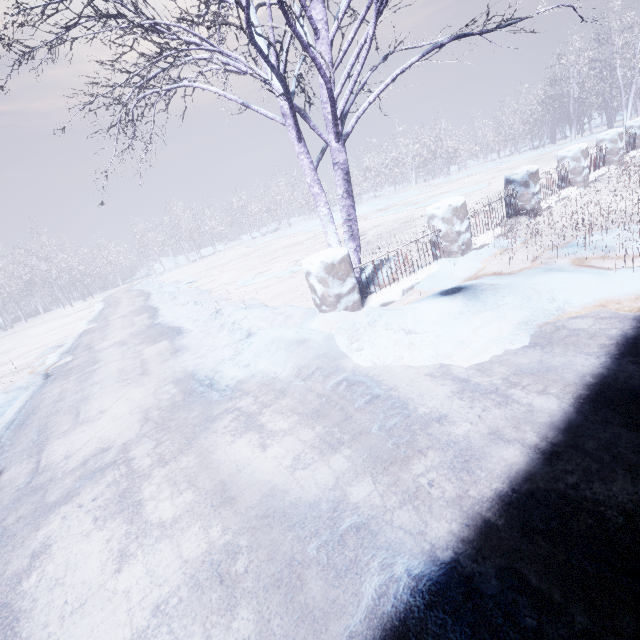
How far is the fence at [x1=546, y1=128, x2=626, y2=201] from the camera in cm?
693

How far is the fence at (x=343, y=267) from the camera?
3.60m

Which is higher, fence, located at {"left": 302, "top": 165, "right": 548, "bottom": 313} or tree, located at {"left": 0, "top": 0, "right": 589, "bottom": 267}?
tree, located at {"left": 0, "top": 0, "right": 589, "bottom": 267}

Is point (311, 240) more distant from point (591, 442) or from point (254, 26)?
point (591, 442)

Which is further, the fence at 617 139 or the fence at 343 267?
the fence at 617 139

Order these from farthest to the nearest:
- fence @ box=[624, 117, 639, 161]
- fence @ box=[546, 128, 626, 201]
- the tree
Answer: fence @ box=[624, 117, 639, 161], fence @ box=[546, 128, 626, 201], the tree

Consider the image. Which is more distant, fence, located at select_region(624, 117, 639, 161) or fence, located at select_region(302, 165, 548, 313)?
fence, located at select_region(624, 117, 639, 161)
